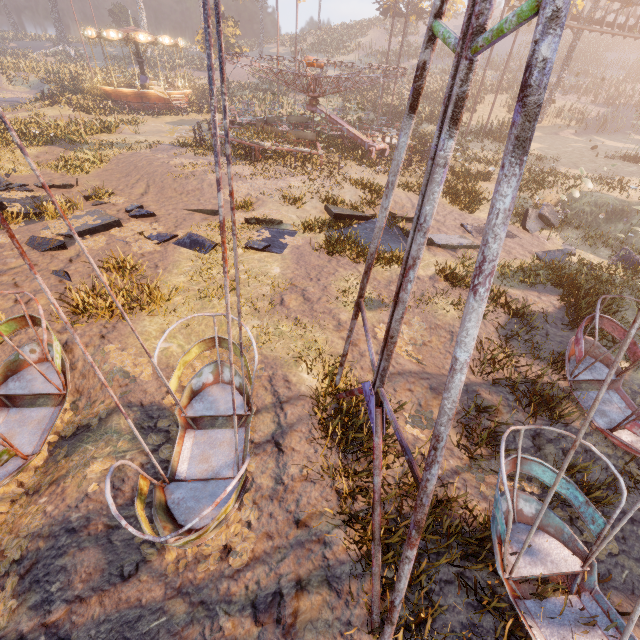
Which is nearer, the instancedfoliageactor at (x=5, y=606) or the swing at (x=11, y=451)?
the instancedfoliageactor at (x=5, y=606)

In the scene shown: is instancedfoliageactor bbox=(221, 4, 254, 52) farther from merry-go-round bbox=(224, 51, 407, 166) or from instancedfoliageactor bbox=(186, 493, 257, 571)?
instancedfoliageactor bbox=(186, 493, 257, 571)

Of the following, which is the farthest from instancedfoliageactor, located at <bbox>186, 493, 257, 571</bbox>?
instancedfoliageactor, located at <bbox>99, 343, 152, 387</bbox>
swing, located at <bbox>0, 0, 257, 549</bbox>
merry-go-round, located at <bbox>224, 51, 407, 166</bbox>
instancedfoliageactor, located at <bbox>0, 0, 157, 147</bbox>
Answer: instancedfoliageactor, located at <bbox>0, 0, 157, 147</bbox>

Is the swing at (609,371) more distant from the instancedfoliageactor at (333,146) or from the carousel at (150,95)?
the carousel at (150,95)

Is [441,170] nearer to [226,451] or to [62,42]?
[226,451]

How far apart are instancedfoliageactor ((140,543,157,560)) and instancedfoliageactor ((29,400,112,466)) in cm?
89

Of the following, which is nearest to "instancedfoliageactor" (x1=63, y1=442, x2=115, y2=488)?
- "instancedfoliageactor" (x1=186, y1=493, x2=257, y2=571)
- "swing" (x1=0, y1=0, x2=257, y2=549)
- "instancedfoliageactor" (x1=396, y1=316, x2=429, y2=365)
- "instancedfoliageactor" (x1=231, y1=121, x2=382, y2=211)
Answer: "swing" (x1=0, y1=0, x2=257, y2=549)

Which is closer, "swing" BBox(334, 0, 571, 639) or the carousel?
"swing" BBox(334, 0, 571, 639)
